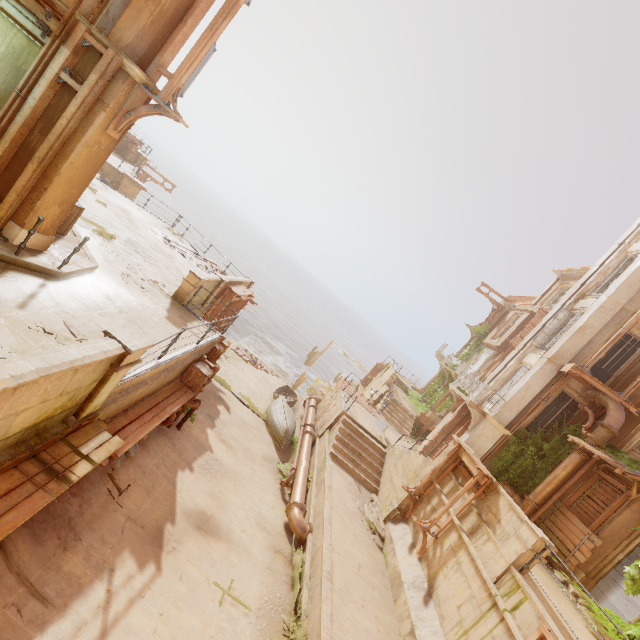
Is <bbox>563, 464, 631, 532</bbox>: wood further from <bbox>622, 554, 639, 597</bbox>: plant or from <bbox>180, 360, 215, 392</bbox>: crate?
<bbox>180, 360, 215, 392</bbox>: crate

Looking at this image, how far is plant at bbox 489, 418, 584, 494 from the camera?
13.8m

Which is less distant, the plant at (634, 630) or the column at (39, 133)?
the column at (39, 133)

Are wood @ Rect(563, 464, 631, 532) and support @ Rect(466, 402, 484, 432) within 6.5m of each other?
yes

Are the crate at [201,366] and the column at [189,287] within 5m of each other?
yes

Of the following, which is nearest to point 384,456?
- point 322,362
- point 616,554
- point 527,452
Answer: point 527,452

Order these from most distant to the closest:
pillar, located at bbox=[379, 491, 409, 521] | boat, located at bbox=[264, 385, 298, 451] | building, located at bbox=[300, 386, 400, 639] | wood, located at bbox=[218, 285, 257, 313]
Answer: boat, located at bbox=[264, 385, 298, 451]
wood, located at bbox=[218, 285, 257, 313]
pillar, located at bbox=[379, 491, 409, 521]
building, located at bbox=[300, 386, 400, 639]

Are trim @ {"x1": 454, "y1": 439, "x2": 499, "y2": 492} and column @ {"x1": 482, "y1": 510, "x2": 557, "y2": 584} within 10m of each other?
yes
